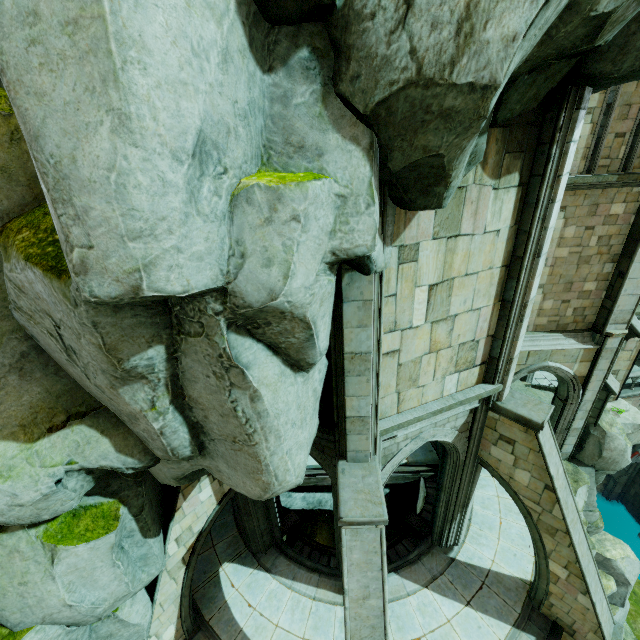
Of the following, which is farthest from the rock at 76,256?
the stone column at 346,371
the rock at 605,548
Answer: the rock at 605,548

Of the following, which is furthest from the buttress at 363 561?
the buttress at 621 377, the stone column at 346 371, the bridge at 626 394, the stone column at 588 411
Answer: the bridge at 626 394

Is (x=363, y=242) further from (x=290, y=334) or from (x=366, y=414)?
(x=366, y=414)

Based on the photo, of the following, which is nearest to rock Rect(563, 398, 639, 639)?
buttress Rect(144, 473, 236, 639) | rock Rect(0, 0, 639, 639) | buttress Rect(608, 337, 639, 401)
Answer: buttress Rect(608, 337, 639, 401)

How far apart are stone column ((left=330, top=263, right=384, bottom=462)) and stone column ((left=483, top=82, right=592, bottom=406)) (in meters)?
3.03

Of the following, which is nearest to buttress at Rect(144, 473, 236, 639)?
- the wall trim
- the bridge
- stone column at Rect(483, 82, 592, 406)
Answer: stone column at Rect(483, 82, 592, 406)

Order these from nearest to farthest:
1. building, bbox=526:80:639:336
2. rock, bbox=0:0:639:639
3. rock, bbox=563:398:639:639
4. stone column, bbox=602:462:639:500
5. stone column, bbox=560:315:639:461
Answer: rock, bbox=0:0:639:639 < building, bbox=526:80:639:336 < stone column, bbox=560:315:639:461 < rock, bbox=563:398:639:639 < stone column, bbox=602:462:639:500

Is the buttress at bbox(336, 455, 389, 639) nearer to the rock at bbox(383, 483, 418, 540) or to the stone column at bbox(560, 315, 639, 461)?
the rock at bbox(383, 483, 418, 540)
